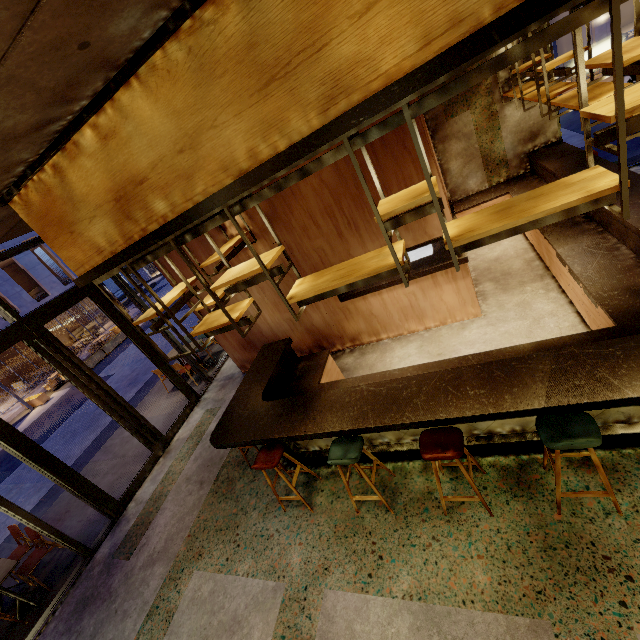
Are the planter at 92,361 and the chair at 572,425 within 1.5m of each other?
no

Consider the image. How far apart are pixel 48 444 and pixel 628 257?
16.71m

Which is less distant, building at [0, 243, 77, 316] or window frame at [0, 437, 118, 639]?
window frame at [0, 437, 118, 639]

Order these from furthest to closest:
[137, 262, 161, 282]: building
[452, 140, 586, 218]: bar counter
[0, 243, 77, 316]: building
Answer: [137, 262, 161, 282]: building
[0, 243, 77, 316]: building
[452, 140, 586, 218]: bar counter

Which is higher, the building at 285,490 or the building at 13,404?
the building at 285,490

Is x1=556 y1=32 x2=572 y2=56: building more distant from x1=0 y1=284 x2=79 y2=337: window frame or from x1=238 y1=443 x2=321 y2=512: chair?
x1=238 y1=443 x2=321 y2=512: chair

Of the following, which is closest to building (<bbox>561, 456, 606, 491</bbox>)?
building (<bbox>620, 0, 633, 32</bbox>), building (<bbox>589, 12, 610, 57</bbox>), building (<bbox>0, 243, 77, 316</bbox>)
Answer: building (<bbox>589, 12, 610, 57</bbox>)

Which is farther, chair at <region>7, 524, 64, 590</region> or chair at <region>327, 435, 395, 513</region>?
chair at <region>7, 524, 64, 590</region>
